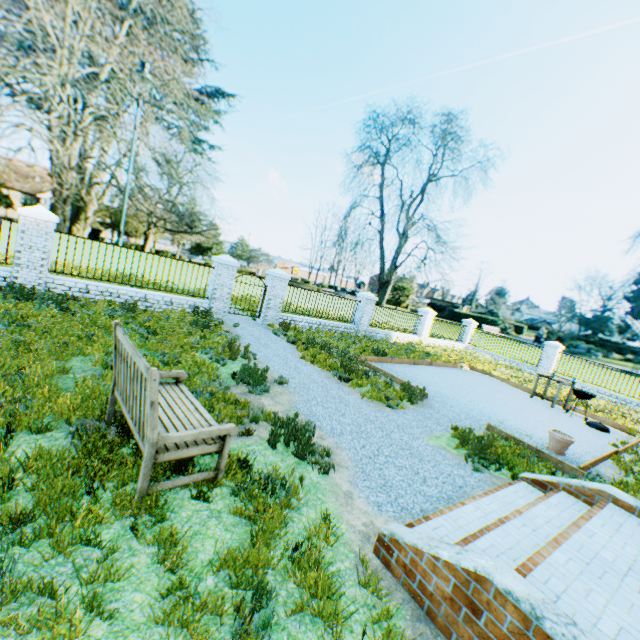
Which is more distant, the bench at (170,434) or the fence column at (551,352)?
the fence column at (551,352)

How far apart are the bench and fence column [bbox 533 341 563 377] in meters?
21.9

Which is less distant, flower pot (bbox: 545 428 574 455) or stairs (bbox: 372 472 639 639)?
stairs (bbox: 372 472 639 639)

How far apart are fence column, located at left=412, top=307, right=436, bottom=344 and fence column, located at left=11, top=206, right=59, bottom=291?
18.3 meters

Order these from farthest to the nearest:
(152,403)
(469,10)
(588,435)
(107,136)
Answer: (469,10)
(107,136)
(588,435)
(152,403)

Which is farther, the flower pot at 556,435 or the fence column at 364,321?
the fence column at 364,321

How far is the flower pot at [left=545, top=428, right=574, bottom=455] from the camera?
6.84m

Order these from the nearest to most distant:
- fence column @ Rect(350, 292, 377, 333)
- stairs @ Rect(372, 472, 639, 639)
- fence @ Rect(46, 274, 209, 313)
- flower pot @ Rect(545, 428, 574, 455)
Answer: stairs @ Rect(372, 472, 639, 639), flower pot @ Rect(545, 428, 574, 455), fence @ Rect(46, 274, 209, 313), fence column @ Rect(350, 292, 377, 333)
